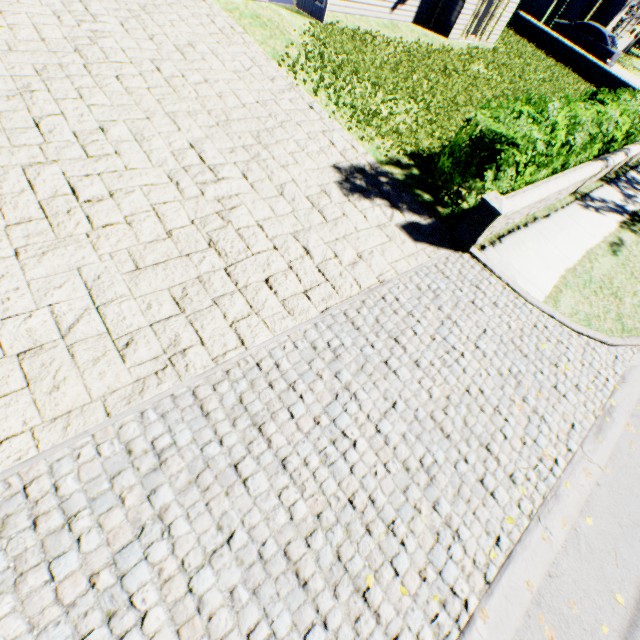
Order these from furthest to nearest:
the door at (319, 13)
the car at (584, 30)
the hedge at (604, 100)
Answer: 1. the car at (584, 30)
2. the door at (319, 13)
3. the hedge at (604, 100)

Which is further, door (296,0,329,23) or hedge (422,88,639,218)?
door (296,0,329,23)

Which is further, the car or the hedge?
the car

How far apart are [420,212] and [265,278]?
3.61m

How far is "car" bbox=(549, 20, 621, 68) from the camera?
19.1m

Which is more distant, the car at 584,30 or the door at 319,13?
the car at 584,30

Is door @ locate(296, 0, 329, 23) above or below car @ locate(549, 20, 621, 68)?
below

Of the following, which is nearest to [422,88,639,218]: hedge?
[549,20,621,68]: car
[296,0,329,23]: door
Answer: [296,0,329,23]: door
